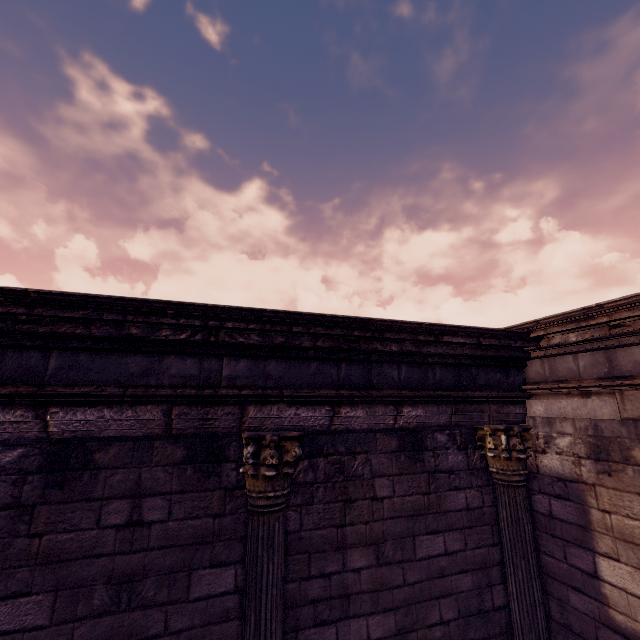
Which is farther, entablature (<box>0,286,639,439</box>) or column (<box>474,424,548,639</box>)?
column (<box>474,424,548,639</box>)

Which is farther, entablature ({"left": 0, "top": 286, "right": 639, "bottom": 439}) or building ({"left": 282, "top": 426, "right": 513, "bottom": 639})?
Answer: building ({"left": 282, "top": 426, "right": 513, "bottom": 639})

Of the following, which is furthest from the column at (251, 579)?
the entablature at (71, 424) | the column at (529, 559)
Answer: the column at (529, 559)

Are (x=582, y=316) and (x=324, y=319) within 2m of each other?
no

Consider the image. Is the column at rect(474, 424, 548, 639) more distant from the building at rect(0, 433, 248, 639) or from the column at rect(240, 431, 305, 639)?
the column at rect(240, 431, 305, 639)

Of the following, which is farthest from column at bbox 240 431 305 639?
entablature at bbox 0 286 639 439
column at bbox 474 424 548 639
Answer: column at bbox 474 424 548 639

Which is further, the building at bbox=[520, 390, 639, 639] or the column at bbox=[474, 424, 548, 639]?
the column at bbox=[474, 424, 548, 639]

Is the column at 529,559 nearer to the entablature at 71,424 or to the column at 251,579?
the entablature at 71,424
